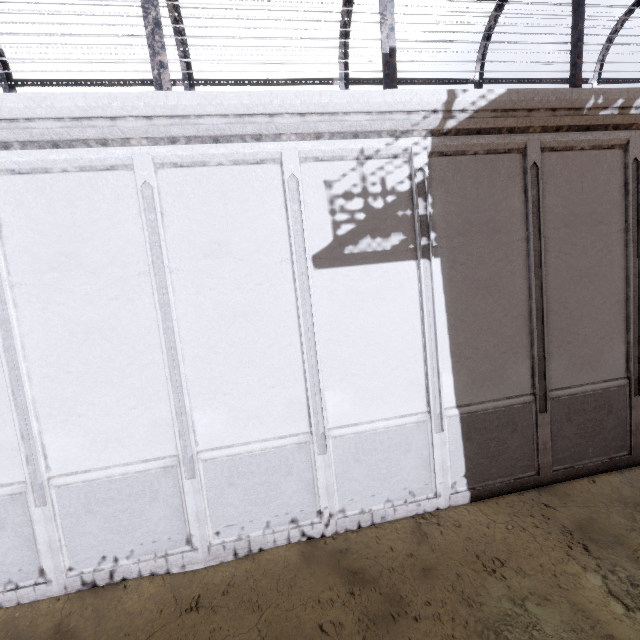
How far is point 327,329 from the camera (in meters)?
6.25
